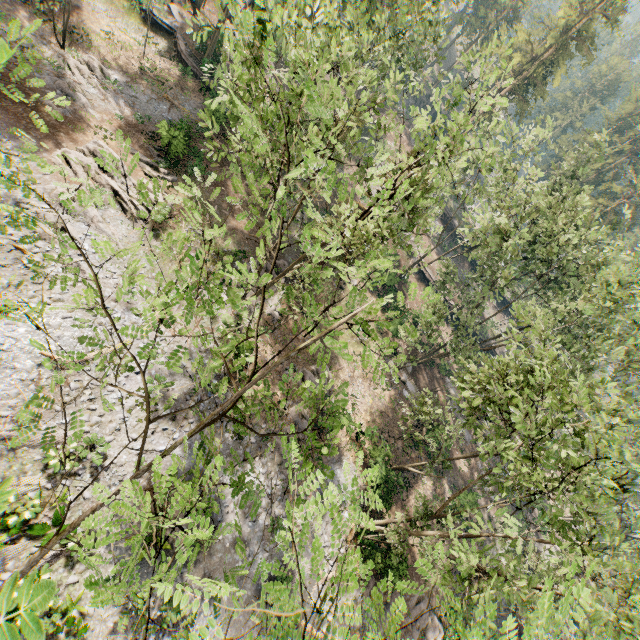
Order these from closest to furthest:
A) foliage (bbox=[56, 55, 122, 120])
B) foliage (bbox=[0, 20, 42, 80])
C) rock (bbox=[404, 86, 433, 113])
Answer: foliage (bbox=[0, 20, 42, 80]) → foliage (bbox=[56, 55, 122, 120]) → rock (bbox=[404, 86, 433, 113])

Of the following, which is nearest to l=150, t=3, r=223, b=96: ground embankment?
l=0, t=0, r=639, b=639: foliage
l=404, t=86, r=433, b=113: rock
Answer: l=0, t=0, r=639, b=639: foliage

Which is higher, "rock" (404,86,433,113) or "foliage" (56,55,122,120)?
"rock" (404,86,433,113)

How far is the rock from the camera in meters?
57.8 m

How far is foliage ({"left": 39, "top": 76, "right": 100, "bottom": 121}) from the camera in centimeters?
805cm

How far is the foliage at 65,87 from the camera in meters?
8.1

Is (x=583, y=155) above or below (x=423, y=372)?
above

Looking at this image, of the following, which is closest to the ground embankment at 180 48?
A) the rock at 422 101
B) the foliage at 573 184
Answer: the foliage at 573 184
